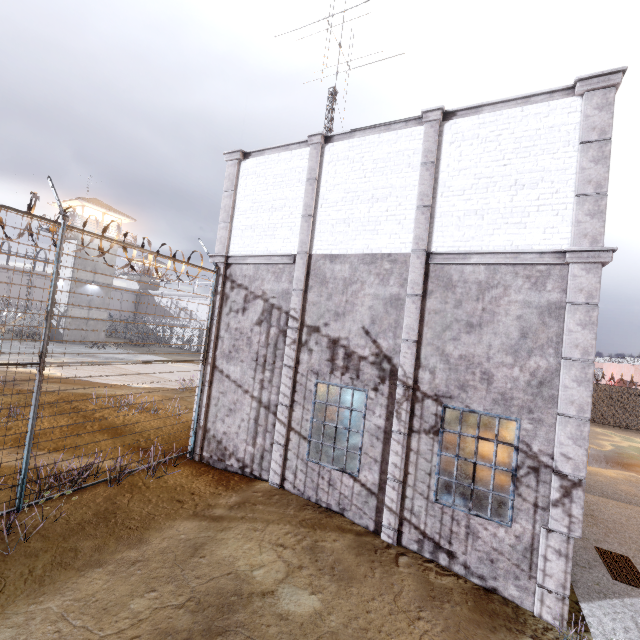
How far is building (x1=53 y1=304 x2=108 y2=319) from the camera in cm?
3288

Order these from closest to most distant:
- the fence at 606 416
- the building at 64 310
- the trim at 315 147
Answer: the trim at 315 147
the fence at 606 416
the building at 64 310

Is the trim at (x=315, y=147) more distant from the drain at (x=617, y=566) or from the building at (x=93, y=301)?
the building at (x=93, y=301)

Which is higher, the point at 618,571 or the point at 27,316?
the point at 27,316

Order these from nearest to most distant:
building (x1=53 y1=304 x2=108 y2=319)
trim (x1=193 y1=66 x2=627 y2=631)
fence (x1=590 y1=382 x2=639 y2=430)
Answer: trim (x1=193 y1=66 x2=627 y2=631) < fence (x1=590 y1=382 x2=639 y2=430) < building (x1=53 y1=304 x2=108 y2=319)

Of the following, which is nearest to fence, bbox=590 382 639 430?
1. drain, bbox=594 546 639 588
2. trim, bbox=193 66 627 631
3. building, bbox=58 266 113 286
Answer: trim, bbox=193 66 627 631

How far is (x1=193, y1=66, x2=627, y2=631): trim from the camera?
5.5m
